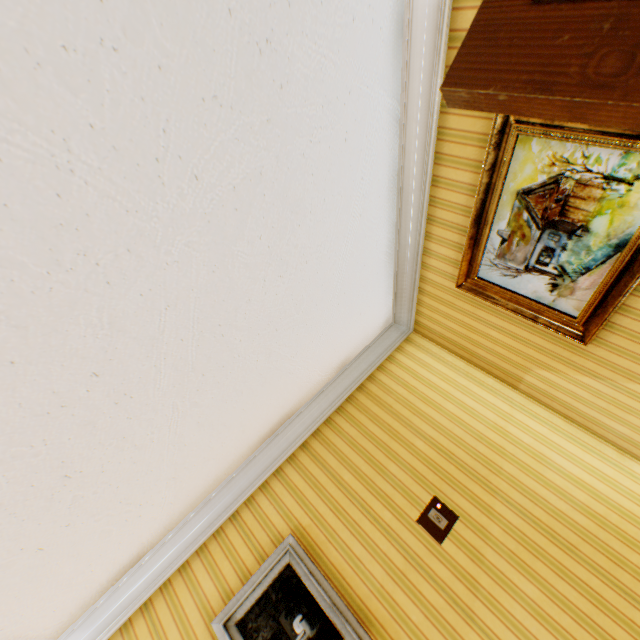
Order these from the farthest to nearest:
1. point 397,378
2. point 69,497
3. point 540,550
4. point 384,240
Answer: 1. point 397,378
2. point 384,240
3. point 540,550
4. point 69,497

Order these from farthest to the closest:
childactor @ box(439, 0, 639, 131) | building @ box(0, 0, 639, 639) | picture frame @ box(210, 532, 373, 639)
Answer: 1. picture frame @ box(210, 532, 373, 639)
2. building @ box(0, 0, 639, 639)
3. childactor @ box(439, 0, 639, 131)

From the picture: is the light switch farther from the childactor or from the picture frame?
the childactor

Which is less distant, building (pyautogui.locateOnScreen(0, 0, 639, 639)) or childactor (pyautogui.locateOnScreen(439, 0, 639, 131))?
childactor (pyautogui.locateOnScreen(439, 0, 639, 131))

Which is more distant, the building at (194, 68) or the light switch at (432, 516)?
the light switch at (432, 516)

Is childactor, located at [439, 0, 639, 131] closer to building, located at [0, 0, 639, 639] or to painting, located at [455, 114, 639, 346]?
building, located at [0, 0, 639, 639]

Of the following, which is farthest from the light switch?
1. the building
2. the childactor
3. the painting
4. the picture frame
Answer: the childactor

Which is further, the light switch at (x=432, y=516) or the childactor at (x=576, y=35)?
the light switch at (x=432, y=516)
